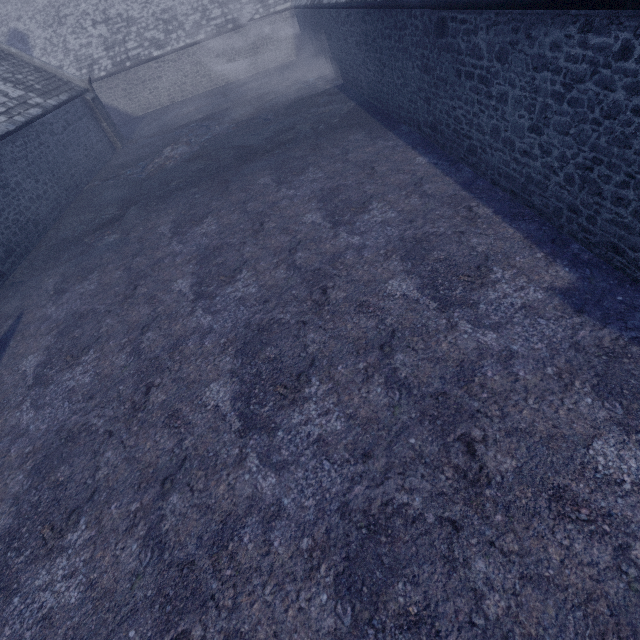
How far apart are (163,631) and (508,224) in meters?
7.2 m
